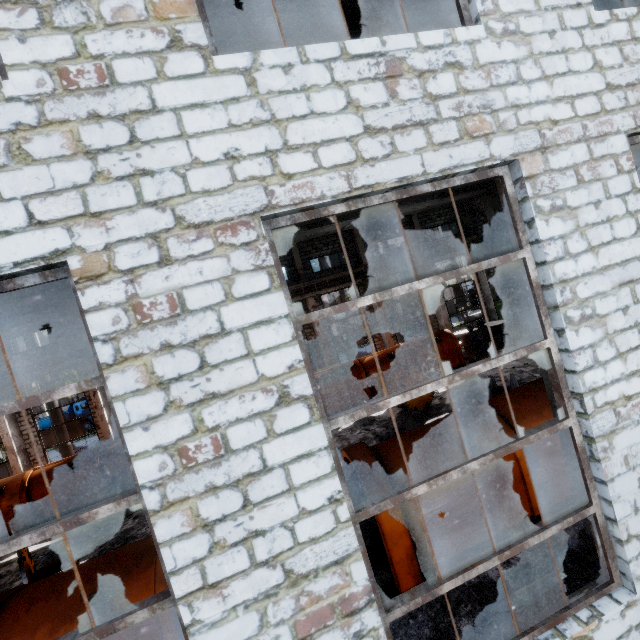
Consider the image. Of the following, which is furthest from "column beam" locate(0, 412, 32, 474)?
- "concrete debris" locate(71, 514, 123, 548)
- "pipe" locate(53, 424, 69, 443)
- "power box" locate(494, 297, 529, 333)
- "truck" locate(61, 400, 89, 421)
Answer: "power box" locate(494, 297, 529, 333)

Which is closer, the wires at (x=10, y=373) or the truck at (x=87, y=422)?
the wires at (x=10, y=373)

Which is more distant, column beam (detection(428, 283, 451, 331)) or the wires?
column beam (detection(428, 283, 451, 331))

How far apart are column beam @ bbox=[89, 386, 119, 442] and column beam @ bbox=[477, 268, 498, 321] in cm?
2631

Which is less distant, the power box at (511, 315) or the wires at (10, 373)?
the wires at (10, 373)

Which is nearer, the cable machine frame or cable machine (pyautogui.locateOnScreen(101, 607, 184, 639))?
cable machine (pyautogui.locateOnScreen(101, 607, 184, 639))

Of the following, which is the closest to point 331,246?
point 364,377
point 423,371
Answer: point 364,377

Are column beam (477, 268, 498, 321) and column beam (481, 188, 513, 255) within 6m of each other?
no
